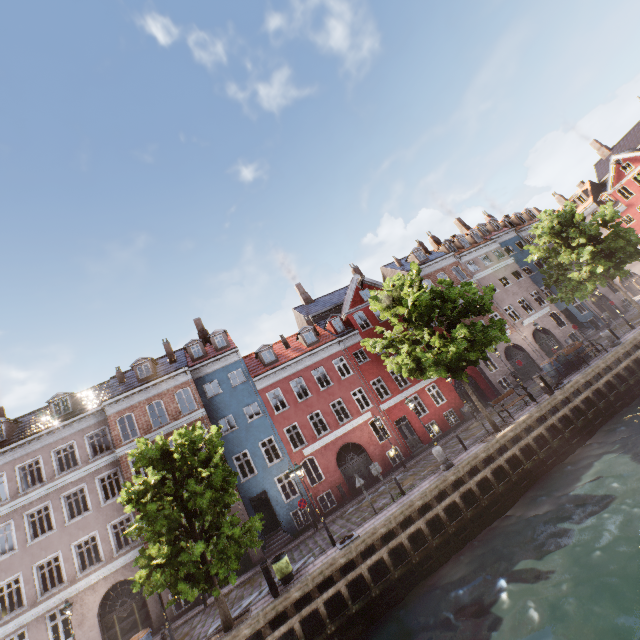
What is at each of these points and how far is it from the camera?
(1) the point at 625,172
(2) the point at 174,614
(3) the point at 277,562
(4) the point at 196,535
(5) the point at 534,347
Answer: (1) building, 40.19m
(2) building, 18.31m
(3) trash bin, 13.43m
(4) tree, 13.16m
(5) building, 29.86m

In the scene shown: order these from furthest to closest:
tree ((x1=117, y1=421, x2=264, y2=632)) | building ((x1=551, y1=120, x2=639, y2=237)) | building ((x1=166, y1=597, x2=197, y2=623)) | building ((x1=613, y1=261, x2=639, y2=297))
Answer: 1. building ((x1=613, y1=261, x2=639, y2=297))
2. building ((x1=551, y1=120, x2=639, y2=237))
3. building ((x1=166, y1=597, x2=197, y2=623))
4. tree ((x1=117, y1=421, x2=264, y2=632))

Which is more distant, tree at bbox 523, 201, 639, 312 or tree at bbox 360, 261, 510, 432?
tree at bbox 523, 201, 639, 312

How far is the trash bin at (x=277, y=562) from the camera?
13.3m

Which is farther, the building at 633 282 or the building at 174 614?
the building at 633 282

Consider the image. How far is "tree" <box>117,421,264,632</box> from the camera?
11.6m

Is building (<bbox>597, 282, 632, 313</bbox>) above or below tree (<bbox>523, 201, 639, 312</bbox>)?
below

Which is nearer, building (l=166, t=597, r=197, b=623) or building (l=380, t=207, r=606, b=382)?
building (l=166, t=597, r=197, b=623)
